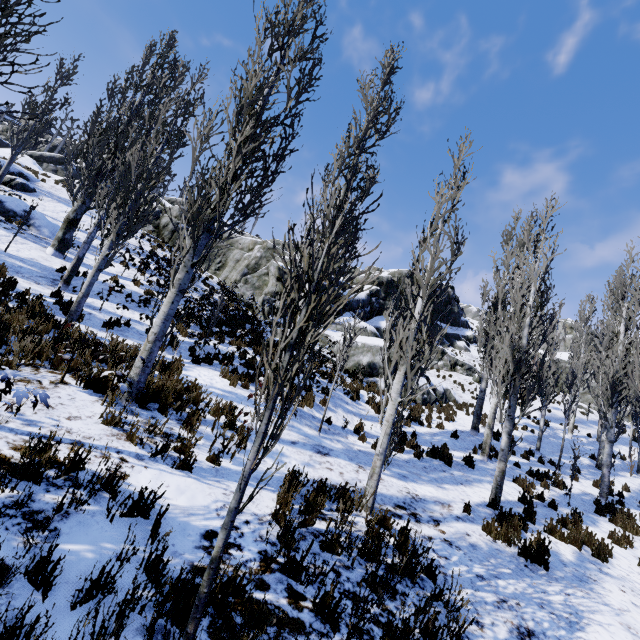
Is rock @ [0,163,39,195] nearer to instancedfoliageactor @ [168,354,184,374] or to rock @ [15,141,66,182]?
instancedfoliageactor @ [168,354,184,374]

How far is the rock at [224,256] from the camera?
20.2m

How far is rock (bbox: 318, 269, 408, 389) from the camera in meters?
17.9

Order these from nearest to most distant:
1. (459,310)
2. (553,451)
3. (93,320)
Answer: (93,320)
(553,451)
(459,310)

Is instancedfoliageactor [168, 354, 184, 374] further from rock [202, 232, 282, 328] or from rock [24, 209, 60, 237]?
rock [24, 209, 60, 237]

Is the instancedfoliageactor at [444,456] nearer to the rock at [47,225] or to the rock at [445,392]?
the rock at [445,392]

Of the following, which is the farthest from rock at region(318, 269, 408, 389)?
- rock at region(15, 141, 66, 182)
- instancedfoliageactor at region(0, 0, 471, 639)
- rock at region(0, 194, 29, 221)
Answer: rock at region(15, 141, 66, 182)
